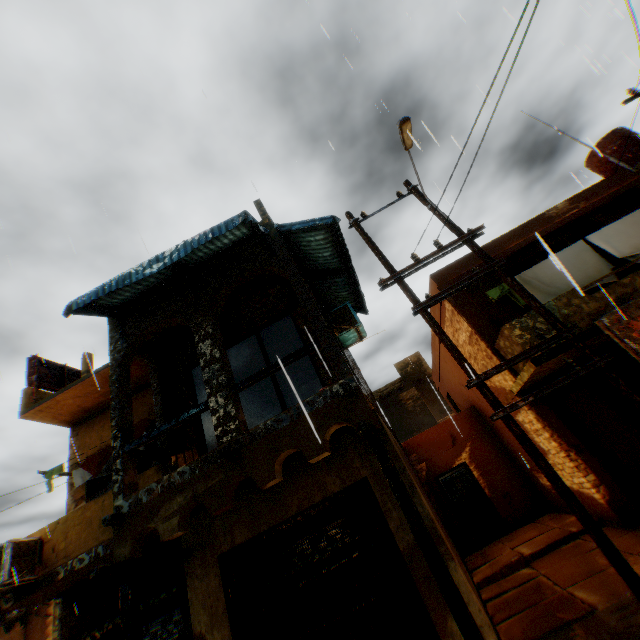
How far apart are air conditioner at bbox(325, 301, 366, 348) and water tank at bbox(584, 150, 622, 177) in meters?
0.8

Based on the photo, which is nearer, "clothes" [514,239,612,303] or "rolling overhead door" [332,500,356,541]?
"rolling overhead door" [332,500,356,541]

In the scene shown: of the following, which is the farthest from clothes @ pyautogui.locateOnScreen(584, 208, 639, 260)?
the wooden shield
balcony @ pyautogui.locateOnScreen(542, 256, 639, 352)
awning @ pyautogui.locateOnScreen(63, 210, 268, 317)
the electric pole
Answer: the wooden shield

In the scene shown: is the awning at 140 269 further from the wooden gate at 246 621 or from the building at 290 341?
A: the wooden gate at 246 621

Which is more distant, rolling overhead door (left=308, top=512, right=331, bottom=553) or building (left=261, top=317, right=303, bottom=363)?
building (left=261, top=317, right=303, bottom=363)

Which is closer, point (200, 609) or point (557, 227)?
point (200, 609)

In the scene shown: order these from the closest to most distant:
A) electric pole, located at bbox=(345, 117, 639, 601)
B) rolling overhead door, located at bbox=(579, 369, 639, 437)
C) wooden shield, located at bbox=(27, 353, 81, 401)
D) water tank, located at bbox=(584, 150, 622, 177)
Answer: electric pole, located at bbox=(345, 117, 639, 601) < rolling overhead door, located at bbox=(579, 369, 639, 437) < wooden shield, located at bbox=(27, 353, 81, 401) < water tank, located at bbox=(584, 150, 622, 177)

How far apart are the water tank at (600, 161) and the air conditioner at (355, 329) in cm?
78
